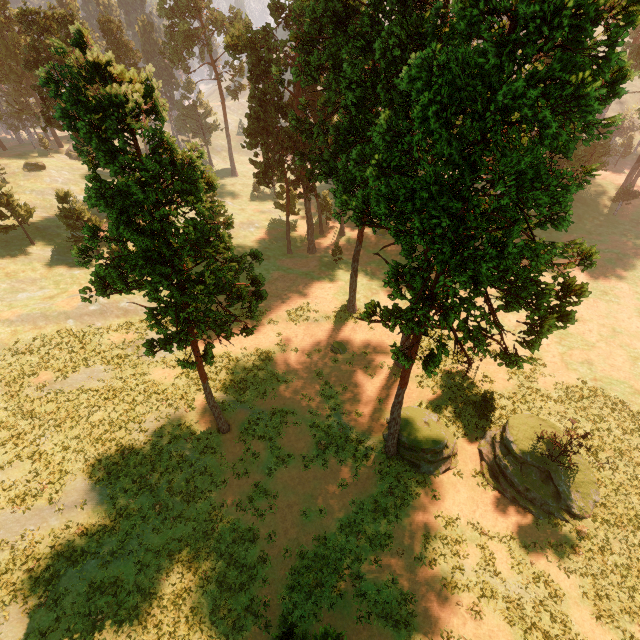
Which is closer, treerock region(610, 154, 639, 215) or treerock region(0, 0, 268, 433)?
treerock region(0, 0, 268, 433)

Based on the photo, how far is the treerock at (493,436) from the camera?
22.0m

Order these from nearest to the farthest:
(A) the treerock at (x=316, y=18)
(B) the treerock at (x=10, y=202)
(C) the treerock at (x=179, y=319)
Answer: (A) the treerock at (x=316, y=18)
(C) the treerock at (x=179, y=319)
(B) the treerock at (x=10, y=202)

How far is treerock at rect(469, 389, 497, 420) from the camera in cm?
2586

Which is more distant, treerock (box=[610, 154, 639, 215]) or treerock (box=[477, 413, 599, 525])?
treerock (box=[610, 154, 639, 215])

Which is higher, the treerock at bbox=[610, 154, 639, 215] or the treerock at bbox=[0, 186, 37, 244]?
the treerock at bbox=[0, 186, 37, 244]

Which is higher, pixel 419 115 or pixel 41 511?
pixel 419 115

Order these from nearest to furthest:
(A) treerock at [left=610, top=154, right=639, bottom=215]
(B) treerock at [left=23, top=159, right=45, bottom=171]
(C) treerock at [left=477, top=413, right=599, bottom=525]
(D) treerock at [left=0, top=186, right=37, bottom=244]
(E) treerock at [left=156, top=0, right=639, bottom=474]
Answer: (E) treerock at [left=156, top=0, right=639, bottom=474] → (C) treerock at [left=477, top=413, right=599, bottom=525] → (D) treerock at [left=0, top=186, right=37, bottom=244] → (A) treerock at [left=610, top=154, right=639, bottom=215] → (B) treerock at [left=23, top=159, right=45, bottom=171]
